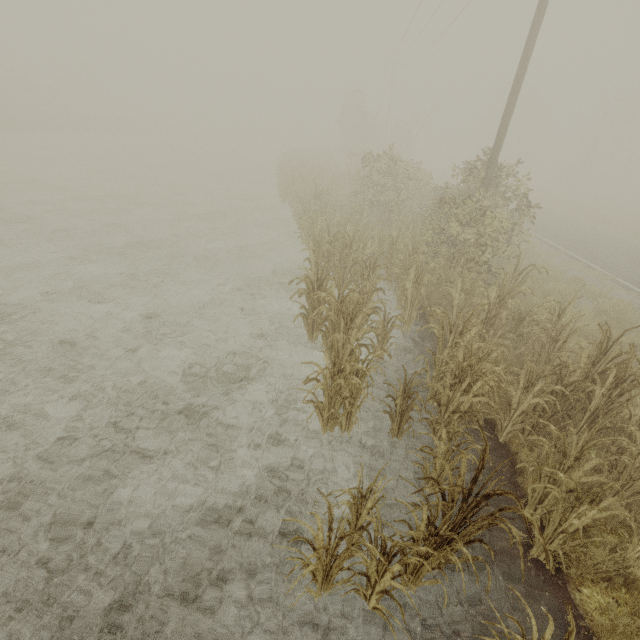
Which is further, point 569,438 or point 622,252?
point 622,252
